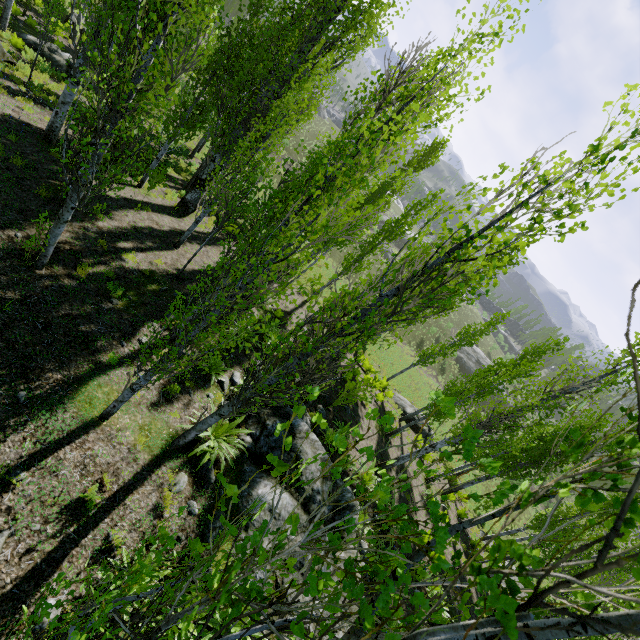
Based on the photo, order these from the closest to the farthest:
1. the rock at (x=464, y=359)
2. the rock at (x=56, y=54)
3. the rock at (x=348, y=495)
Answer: the rock at (x=348, y=495)
the rock at (x=56, y=54)
the rock at (x=464, y=359)

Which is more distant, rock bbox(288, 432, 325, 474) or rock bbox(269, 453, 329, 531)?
rock bbox(288, 432, 325, 474)

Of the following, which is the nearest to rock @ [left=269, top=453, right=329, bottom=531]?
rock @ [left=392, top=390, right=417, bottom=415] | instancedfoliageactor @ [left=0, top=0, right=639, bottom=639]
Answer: instancedfoliageactor @ [left=0, top=0, right=639, bottom=639]

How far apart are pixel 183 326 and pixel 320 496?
5.43m

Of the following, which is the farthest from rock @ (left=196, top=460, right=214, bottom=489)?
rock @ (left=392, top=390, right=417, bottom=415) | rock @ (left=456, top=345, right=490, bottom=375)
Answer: rock @ (left=456, top=345, right=490, bottom=375)

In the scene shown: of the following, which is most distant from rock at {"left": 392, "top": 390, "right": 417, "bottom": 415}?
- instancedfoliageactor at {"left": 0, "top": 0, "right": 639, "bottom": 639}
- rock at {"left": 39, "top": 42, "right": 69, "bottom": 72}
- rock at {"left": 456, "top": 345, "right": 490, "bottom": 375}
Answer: rock at {"left": 456, "top": 345, "right": 490, "bottom": 375}

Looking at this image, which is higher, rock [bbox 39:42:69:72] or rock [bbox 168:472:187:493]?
rock [bbox 168:472:187:493]

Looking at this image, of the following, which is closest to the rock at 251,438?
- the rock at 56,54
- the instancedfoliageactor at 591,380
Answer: the instancedfoliageactor at 591,380
